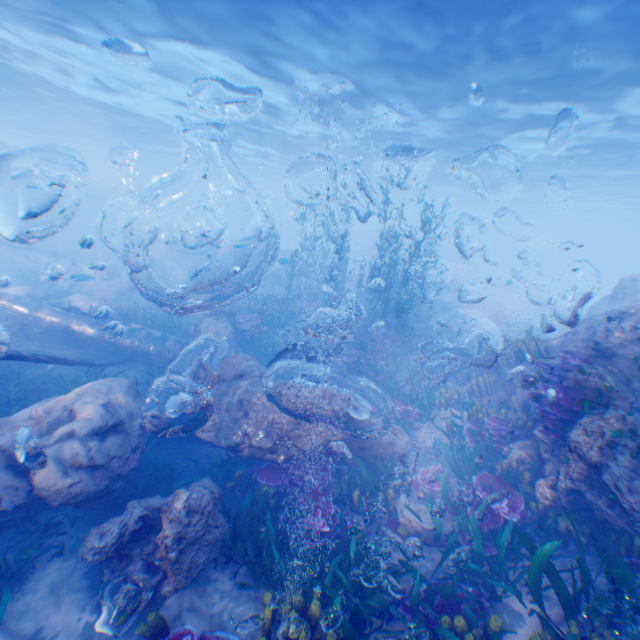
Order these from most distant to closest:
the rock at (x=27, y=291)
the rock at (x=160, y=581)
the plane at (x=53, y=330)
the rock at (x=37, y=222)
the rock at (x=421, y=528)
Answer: the rock at (x=37, y=222)
the rock at (x=27, y=291)
the plane at (x=53, y=330)
the rock at (x=421, y=528)
the rock at (x=160, y=581)

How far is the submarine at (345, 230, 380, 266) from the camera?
48.7 meters

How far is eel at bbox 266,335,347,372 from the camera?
10.22m

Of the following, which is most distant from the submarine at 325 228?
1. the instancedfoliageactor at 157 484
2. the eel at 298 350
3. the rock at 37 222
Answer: the instancedfoliageactor at 157 484

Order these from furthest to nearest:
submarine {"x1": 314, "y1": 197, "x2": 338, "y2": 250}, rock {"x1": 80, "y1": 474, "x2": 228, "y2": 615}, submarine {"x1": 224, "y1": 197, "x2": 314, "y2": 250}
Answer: submarine {"x1": 224, "y1": 197, "x2": 314, "y2": 250} < submarine {"x1": 314, "y1": 197, "x2": 338, "y2": 250} < rock {"x1": 80, "y1": 474, "x2": 228, "y2": 615}

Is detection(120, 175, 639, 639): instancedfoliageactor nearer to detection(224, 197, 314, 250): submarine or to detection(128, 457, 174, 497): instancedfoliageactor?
detection(224, 197, 314, 250): submarine

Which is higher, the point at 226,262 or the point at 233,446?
the point at 226,262

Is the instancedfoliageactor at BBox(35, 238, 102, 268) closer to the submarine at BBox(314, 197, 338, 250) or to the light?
the submarine at BBox(314, 197, 338, 250)
